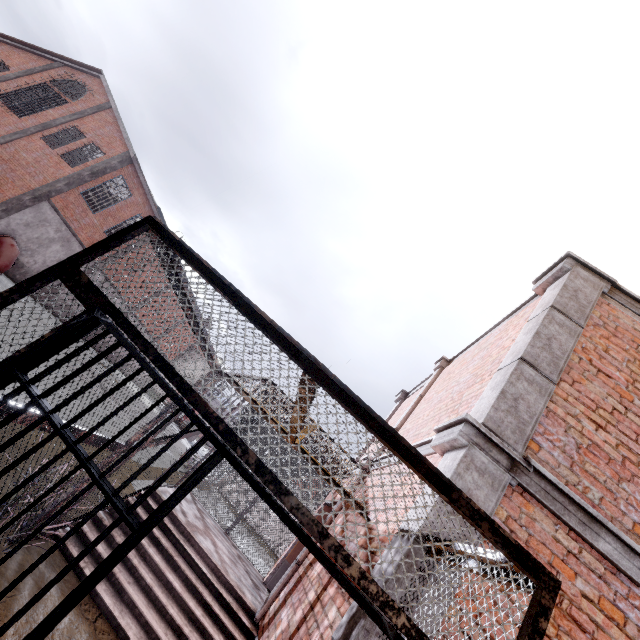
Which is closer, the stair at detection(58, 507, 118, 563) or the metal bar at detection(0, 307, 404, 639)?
the metal bar at detection(0, 307, 404, 639)

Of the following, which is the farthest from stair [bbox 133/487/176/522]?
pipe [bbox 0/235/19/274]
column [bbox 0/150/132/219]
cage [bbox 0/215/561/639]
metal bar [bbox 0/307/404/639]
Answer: column [bbox 0/150/132/219]

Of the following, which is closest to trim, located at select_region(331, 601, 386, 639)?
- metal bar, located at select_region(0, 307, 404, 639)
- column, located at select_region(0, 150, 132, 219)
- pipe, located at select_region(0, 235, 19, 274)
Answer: metal bar, located at select_region(0, 307, 404, 639)

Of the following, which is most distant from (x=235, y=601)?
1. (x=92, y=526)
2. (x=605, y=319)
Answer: (x=605, y=319)

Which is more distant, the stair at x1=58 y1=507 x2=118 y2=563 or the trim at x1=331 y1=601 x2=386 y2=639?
the stair at x1=58 y1=507 x2=118 y2=563

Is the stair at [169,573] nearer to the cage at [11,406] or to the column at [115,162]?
the cage at [11,406]

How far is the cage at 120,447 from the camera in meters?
3.9

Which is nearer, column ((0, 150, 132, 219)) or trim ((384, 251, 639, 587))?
trim ((384, 251, 639, 587))
